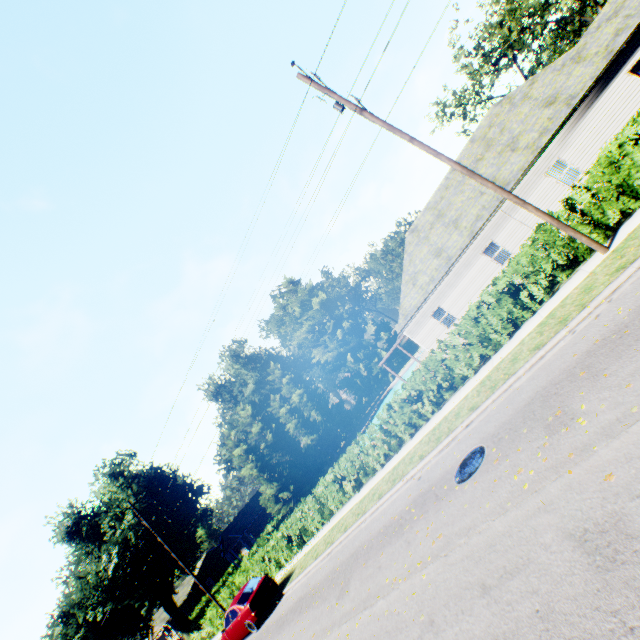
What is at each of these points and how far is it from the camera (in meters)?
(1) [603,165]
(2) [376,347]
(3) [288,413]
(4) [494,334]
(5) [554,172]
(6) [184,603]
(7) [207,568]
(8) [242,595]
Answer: (1) hedge, 9.54
(2) plant, 51.78
(3) tree, 45.88
(4) hedge, 12.01
(5) curtain, 17.55
(6) house, 55.78
(7) house, 56.84
(8) car, 16.33

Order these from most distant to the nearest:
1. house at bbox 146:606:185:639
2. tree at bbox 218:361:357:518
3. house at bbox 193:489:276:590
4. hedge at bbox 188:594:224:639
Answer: house at bbox 146:606:185:639
house at bbox 193:489:276:590
tree at bbox 218:361:357:518
hedge at bbox 188:594:224:639

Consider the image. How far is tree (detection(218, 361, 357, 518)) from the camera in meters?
35.7

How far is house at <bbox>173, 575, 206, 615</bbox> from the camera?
53.0 meters

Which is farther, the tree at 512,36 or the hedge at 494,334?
the tree at 512,36

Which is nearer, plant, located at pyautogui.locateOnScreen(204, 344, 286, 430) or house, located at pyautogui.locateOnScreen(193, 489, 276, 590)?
house, located at pyautogui.locateOnScreen(193, 489, 276, 590)

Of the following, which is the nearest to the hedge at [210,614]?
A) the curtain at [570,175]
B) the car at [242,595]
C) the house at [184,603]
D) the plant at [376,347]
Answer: the plant at [376,347]

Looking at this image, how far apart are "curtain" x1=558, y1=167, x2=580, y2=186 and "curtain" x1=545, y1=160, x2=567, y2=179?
0.1 meters
